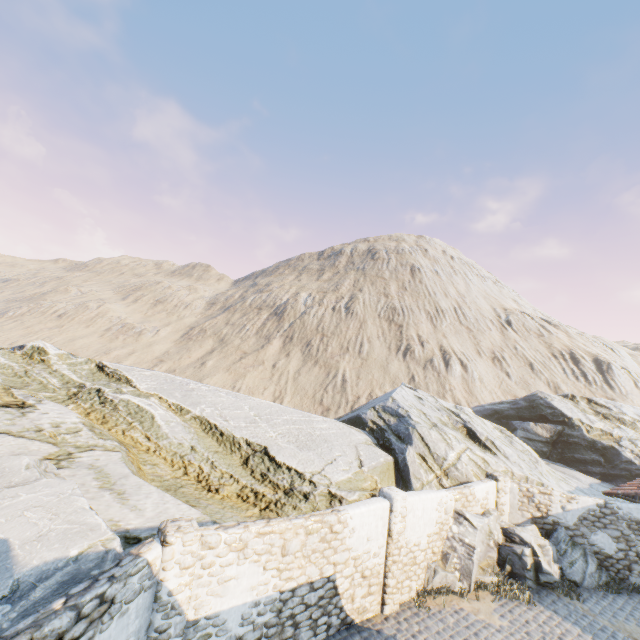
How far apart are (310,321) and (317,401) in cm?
2009

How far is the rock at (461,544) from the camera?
10.9m

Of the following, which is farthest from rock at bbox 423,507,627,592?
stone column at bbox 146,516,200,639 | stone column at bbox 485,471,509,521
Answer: stone column at bbox 146,516,200,639

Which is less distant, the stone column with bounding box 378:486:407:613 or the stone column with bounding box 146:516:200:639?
the stone column with bounding box 146:516:200:639

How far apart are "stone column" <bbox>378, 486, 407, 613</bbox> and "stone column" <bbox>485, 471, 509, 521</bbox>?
5.6 meters

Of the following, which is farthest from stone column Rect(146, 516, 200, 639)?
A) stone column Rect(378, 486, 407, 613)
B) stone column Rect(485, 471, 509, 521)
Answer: stone column Rect(485, 471, 509, 521)

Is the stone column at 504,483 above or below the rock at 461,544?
above

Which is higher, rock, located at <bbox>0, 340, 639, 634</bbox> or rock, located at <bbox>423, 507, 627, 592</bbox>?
rock, located at <bbox>0, 340, 639, 634</bbox>
